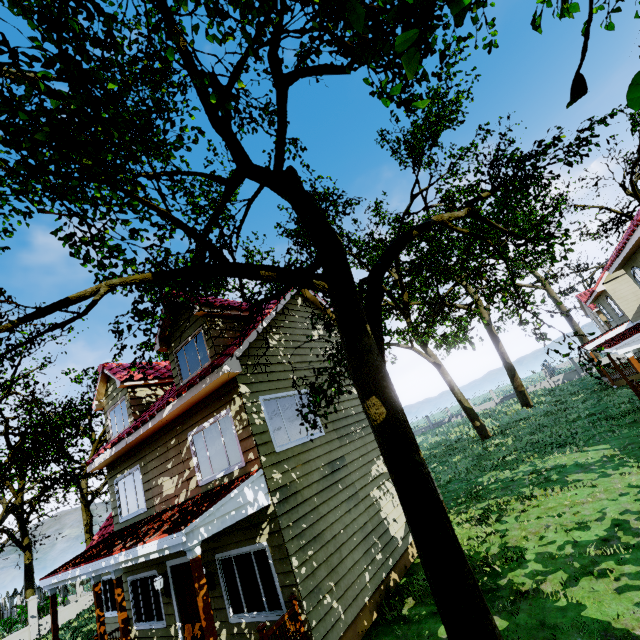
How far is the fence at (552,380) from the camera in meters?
37.1

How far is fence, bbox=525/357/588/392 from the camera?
37.12m

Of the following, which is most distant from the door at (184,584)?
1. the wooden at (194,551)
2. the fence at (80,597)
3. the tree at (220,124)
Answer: the fence at (80,597)

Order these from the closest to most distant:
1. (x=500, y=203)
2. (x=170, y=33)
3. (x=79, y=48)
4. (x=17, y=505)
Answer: (x=170, y=33) → (x=79, y=48) → (x=500, y=203) → (x=17, y=505)

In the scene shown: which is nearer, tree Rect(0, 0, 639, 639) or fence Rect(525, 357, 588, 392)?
tree Rect(0, 0, 639, 639)

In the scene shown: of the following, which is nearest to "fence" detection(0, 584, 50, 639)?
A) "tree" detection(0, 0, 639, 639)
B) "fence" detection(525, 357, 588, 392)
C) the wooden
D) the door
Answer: "tree" detection(0, 0, 639, 639)

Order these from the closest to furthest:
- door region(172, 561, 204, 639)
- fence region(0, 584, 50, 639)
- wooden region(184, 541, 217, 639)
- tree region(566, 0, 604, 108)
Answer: tree region(566, 0, 604, 108), wooden region(184, 541, 217, 639), door region(172, 561, 204, 639), fence region(0, 584, 50, 639)

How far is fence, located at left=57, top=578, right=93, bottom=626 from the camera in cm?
2027
